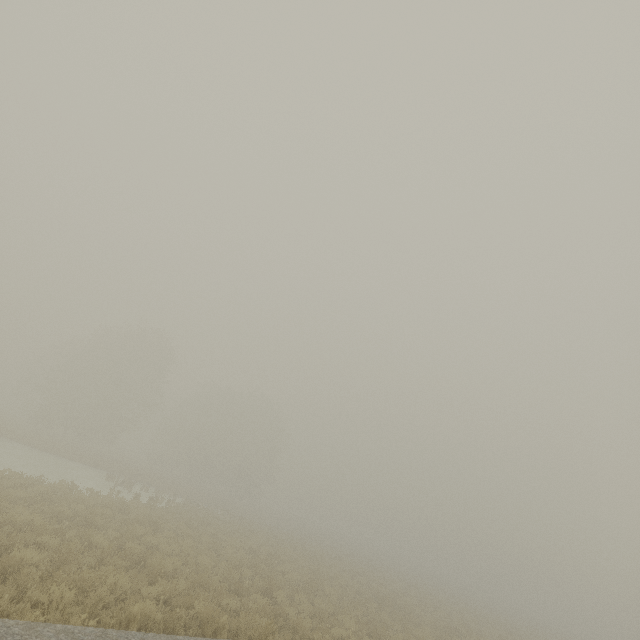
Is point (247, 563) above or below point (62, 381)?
below
